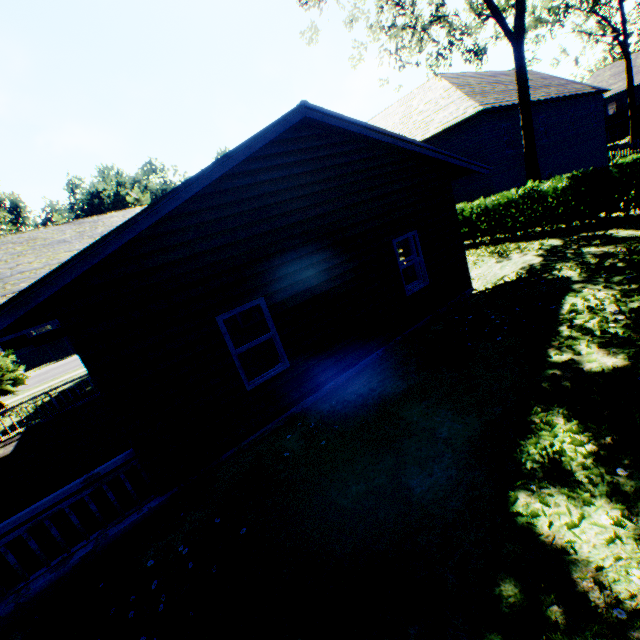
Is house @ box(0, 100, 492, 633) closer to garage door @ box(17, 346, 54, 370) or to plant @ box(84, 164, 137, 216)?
plant @ box(84, 164, 137, 216)

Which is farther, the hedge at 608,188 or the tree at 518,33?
the tree at 518,33

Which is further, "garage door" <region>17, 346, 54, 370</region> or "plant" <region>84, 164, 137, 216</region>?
"plant" <region>84, 164, 137, 216</region>

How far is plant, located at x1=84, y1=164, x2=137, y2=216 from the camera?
55.5 meters

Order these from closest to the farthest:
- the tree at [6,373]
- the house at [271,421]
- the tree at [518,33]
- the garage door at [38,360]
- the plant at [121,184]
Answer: the house at [271,421] < the tree at [518,33] < the tree at [6,373] < the garage door at [38,360] < the plant at [121,184]

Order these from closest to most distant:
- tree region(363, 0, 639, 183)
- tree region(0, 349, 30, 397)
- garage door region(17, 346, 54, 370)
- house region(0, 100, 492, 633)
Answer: house region(0, 100, 492, 633), tree region(363, 0, 639, 183), tree region(0, 349, 30, 397), garage door region(17, 346, 54, 370)

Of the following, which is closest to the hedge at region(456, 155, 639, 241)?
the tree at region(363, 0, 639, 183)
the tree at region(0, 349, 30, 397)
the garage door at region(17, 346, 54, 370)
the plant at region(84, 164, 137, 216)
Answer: the tree at region(363, 0, 639, 183)

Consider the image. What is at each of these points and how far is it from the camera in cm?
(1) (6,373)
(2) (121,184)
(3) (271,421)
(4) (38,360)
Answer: (1) tree, 2189
(2) plant, 5594
(3) house, 666
(4) garage door, 4331
